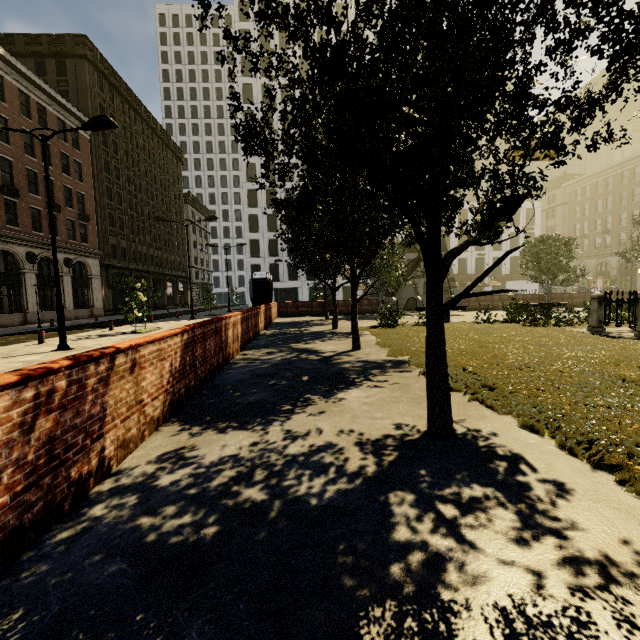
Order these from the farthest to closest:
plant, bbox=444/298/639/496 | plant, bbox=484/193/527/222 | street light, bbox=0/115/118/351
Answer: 1. street light, bbox=0/115/118/351
2. plant, bbox=484/193/527/222
3. plant, bbox=444/298/639/496

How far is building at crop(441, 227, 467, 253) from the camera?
53.4m

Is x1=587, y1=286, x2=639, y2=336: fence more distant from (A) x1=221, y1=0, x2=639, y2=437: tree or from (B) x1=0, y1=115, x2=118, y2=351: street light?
(B) x1=0, y1=115, x2=118, y2=351: street light

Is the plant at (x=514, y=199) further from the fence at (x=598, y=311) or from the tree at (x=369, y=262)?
the fence at (x=598, y=311)

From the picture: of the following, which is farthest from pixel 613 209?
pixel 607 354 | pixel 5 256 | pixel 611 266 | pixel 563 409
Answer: pixel 5 256

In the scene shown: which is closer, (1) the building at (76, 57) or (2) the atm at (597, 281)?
(1) the building at (76, 57)

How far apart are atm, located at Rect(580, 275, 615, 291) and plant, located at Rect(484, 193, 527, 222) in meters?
60.9 m

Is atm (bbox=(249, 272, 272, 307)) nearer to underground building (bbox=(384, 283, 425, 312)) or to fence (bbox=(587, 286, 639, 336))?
underground building (bbox=(384, 283, 425, 312))
